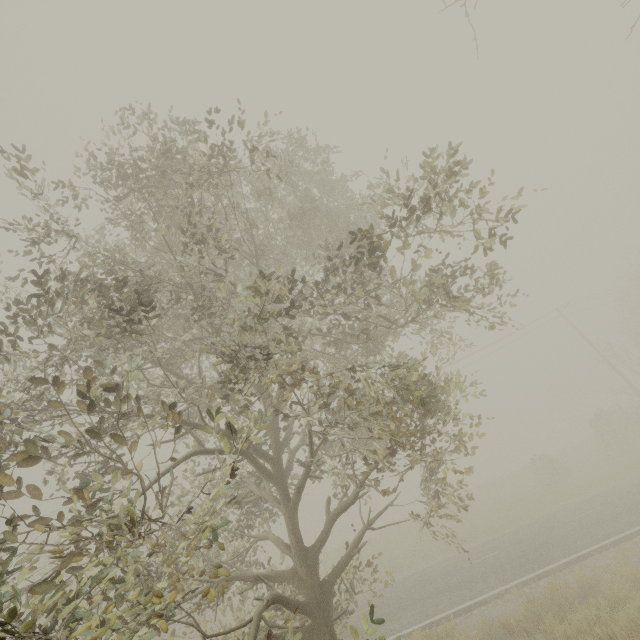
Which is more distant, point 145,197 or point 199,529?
point 145,197
